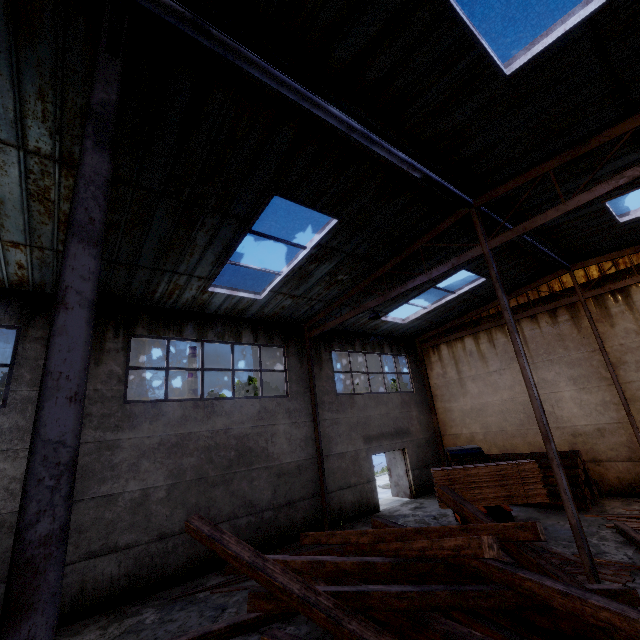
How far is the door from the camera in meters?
15.2

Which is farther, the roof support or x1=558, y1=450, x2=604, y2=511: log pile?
x1=558, y1=450, x2=604, y2=511: log pile

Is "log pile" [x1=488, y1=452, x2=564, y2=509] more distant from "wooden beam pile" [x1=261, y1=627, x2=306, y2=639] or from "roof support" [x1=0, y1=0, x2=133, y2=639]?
"roof support" [x1=0, y1=0, x2=133, y2=639]

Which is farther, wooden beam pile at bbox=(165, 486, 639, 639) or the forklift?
the forklift

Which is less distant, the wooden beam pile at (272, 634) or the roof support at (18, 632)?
the roof support at (18, 632)

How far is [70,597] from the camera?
7.3m

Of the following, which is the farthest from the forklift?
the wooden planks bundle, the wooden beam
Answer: the wooden beam

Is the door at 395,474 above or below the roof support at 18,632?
below
